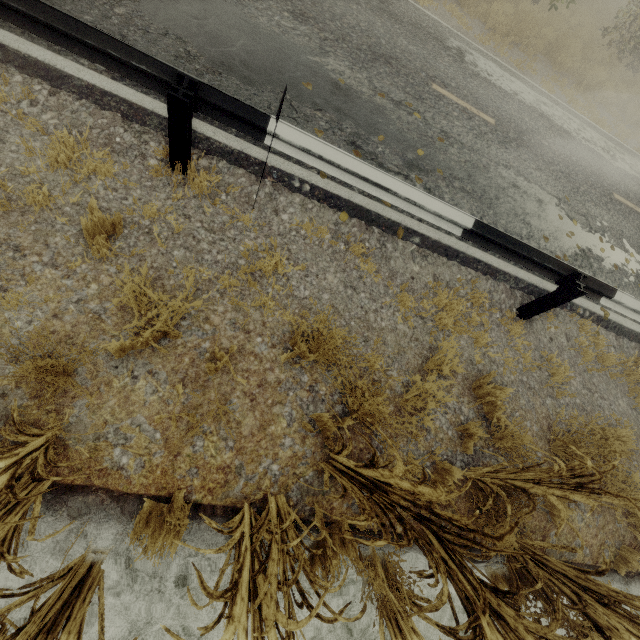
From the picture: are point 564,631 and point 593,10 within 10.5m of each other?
no

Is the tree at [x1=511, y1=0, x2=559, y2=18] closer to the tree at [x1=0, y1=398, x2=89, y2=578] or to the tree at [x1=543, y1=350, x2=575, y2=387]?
the tree at [x1=543, y1=350, x2=575, y2=387]

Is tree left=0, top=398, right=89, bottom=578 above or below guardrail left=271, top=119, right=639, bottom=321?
below

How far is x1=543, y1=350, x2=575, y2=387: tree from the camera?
4.43m

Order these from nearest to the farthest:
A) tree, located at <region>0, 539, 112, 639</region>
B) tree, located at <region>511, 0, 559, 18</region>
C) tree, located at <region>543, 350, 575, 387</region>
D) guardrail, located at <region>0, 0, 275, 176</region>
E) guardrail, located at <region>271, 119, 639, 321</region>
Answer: tree, located at <region>0, 539, 112, 639</region>
guardrail, located at <region>0, 0, 275, 176</region>
guardrail, located at <region>271, 119, 639, 321</region>
tree, located at <region>543, 350, 575, 387</region>
tree, located at <region>511, 0, 559, 18</region>

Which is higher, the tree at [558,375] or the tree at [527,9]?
the tree at [527,9]

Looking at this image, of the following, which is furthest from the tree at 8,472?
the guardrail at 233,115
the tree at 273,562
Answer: the guardrail at 233,115

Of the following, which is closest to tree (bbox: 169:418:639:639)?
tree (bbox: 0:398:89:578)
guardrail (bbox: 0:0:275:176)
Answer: tree (bbox: 0:398:89:578)
